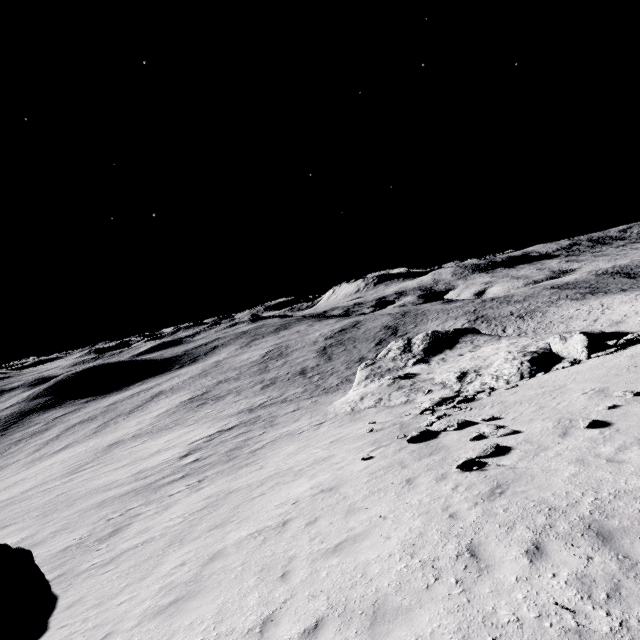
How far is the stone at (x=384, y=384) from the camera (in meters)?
21.64

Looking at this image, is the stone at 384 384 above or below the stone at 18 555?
below

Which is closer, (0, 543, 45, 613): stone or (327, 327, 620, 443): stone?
(0, 543, 45, 613): stone

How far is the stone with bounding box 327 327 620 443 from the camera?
21.6 meters

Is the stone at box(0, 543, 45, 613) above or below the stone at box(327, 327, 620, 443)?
Answer: above

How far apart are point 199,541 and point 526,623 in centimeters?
985cm
